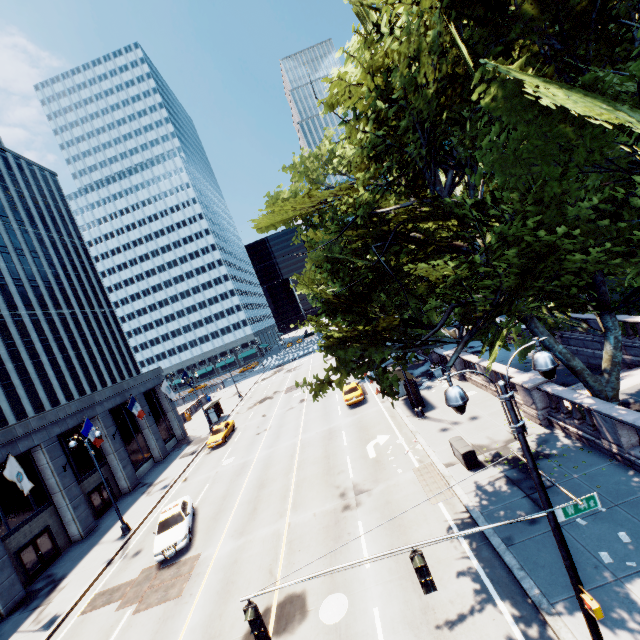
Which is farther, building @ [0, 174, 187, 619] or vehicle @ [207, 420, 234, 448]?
vehicle @ [207, 420, 234, 448]

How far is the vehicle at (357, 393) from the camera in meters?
28.7 m

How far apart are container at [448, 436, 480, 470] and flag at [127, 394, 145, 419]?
26.8 meters

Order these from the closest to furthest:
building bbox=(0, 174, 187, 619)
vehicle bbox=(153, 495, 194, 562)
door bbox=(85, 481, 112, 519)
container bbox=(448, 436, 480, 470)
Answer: container bbox=(448, 436, 480, 470) < vehicle bbox=(153, 495, 194, 562) < building bbox=(0, 174, 187, 619) < door bbox=(85, 481, 112, 519)

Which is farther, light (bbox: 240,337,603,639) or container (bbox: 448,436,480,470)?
container (bbox: 448,436,480,470)

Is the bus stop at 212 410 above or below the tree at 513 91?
below

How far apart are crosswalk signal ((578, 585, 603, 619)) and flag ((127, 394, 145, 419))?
31.9m

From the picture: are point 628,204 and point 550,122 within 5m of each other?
yes
